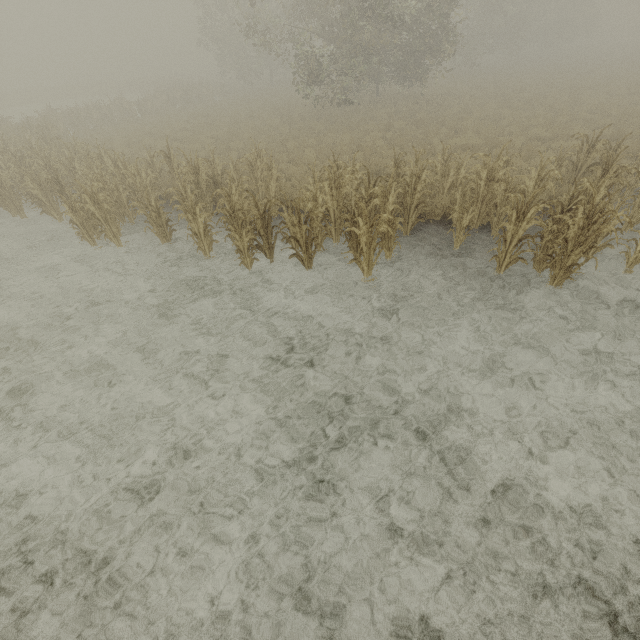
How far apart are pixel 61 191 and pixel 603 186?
15.1 meters
